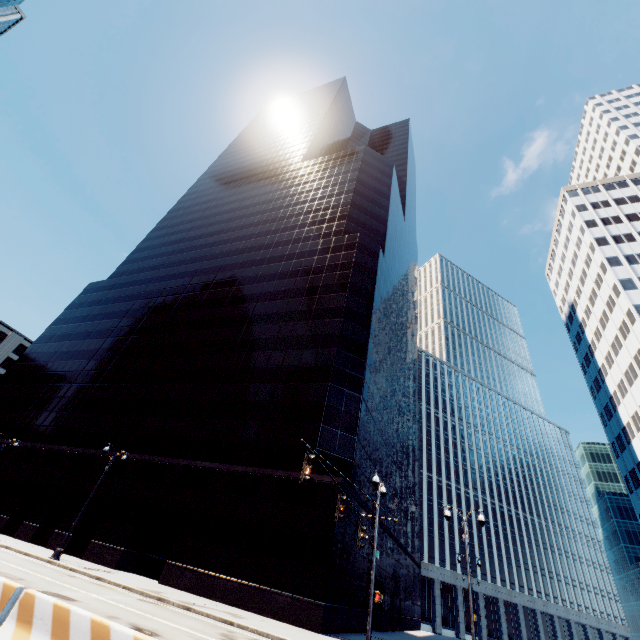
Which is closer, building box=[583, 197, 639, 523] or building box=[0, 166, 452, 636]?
building box=[0, 166, 452, 636]

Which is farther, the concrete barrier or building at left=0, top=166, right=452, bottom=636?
building at left=0, top=166, right=452, bottom=636

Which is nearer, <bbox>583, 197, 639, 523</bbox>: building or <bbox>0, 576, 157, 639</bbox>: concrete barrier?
<bbox>0, 576, 157, 639</bbox>: concrete barrier

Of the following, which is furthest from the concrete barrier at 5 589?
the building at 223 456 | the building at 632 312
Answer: the building at 632 312

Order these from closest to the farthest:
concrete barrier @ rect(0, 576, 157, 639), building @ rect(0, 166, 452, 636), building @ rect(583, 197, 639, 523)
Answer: concrete barrier @ rect(0, 576, 157, 639) → building @ rect(0, 166, 452, 636) → building @ rect(583, 197, 639, 523)

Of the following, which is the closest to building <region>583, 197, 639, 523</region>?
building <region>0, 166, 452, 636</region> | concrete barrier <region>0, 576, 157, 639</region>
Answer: building <region>0, 166, 452, 636</region>

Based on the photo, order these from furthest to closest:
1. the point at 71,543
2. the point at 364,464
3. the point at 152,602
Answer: the point at 364,464, the point at 71,543, the point at 152,602

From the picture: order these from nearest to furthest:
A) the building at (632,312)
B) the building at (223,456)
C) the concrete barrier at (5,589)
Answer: the concrete barrier at (5,589), the building at (223,456), the building at (632,312)
